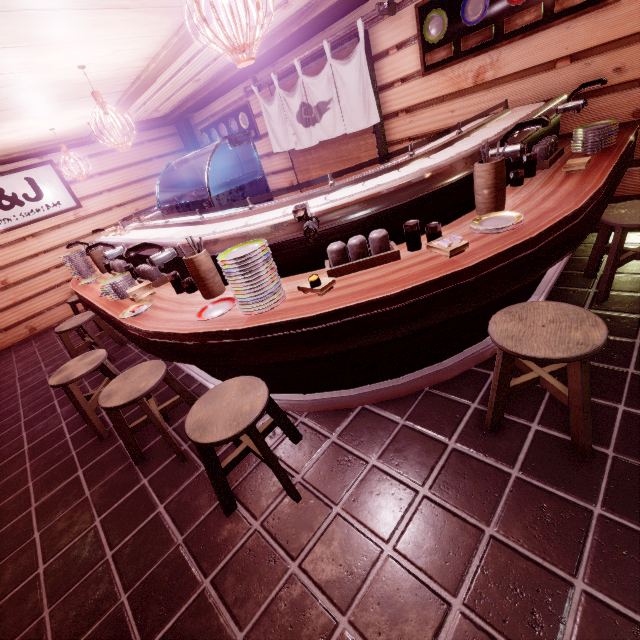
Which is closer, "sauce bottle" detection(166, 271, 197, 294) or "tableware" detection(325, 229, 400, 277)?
"tableware" detection(325, 229, 400, 277)

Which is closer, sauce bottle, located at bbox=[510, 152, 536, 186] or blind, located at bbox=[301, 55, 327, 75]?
sauce bottle, located at bbox=[510, 152, 536, 186]

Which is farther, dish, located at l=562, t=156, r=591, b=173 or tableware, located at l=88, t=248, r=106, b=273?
tableware, located at l=88, t=248, r=106, b=273

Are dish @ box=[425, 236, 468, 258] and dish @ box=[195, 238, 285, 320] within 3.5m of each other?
yes

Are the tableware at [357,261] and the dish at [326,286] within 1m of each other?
yes

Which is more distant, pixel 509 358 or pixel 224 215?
pixel 224 215

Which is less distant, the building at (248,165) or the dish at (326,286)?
the dish at (326,286)

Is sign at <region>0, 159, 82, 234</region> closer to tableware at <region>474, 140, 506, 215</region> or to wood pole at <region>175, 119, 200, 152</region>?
wood pole at <region>175, 119, 200, 152</region>
